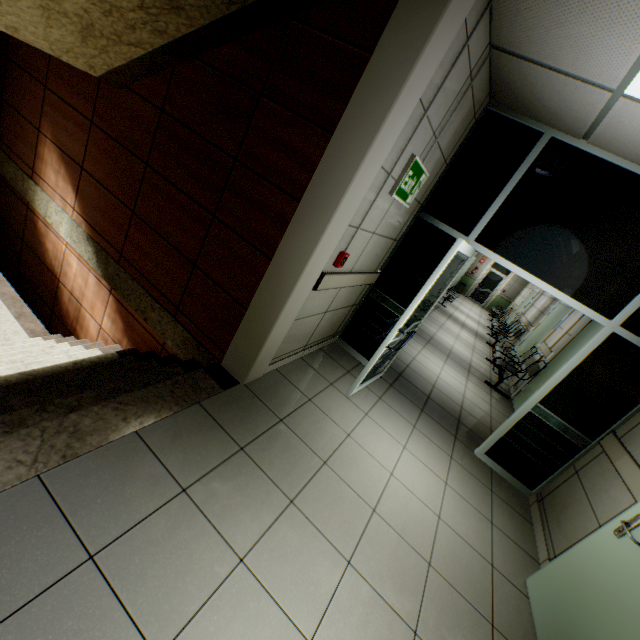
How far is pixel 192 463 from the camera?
2.0 meters

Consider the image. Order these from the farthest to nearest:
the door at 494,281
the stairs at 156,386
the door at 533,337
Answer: the door at 494,281, the door at 533,337, the stairs at 156,386

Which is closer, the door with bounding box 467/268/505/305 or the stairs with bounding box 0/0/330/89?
the stairs with bounding box 0/0/330/89

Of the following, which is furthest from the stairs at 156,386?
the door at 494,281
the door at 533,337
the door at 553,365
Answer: the door at 494,281

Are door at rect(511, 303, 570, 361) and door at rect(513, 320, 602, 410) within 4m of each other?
yes

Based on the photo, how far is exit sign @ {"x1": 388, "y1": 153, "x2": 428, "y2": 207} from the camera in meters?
2.7 m

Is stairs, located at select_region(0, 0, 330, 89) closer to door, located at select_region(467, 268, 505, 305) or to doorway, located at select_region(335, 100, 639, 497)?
doorway, located at select_region(335, 100, 639, 497)

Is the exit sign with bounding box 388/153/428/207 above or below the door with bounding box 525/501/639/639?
above
